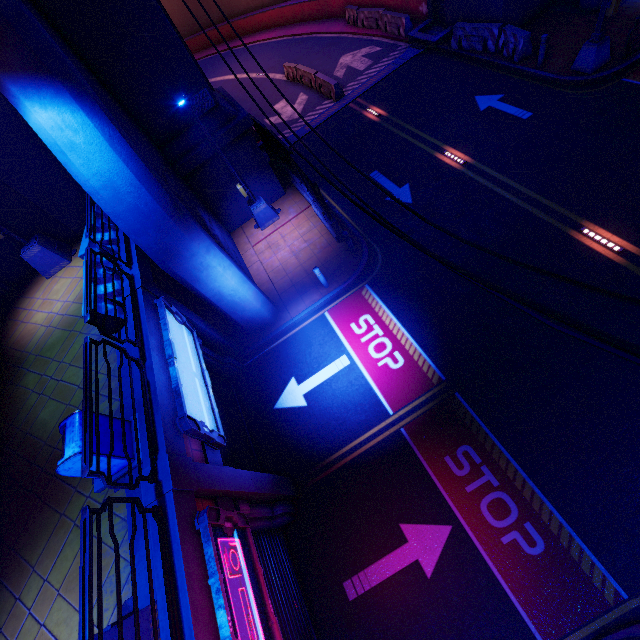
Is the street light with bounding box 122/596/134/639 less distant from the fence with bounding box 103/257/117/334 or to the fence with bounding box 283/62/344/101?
the fence with bounding box 103/257/117/334

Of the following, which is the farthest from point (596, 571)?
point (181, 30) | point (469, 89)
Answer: point (181, 30)

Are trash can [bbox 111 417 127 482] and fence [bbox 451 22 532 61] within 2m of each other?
no

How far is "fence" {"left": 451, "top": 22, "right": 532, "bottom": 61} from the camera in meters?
13.5

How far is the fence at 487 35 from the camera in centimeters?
1351cm

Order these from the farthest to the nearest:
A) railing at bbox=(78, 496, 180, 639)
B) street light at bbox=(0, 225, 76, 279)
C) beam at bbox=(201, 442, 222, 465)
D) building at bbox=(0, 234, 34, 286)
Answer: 1. building at bbox=(0, 234, 34, 286)
2. street light at bbox=(0, 225, 76, 279)
3. beam at bbox=(201, 442, 222, 465)
4. railing at bbox=(78, 496, 180, 639)

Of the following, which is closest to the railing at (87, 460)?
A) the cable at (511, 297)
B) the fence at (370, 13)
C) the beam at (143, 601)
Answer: the beam at (143, 601)

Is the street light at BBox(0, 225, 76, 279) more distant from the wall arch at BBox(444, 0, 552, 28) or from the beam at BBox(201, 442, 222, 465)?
the beam at BBox(201, 442, 222, 465)
